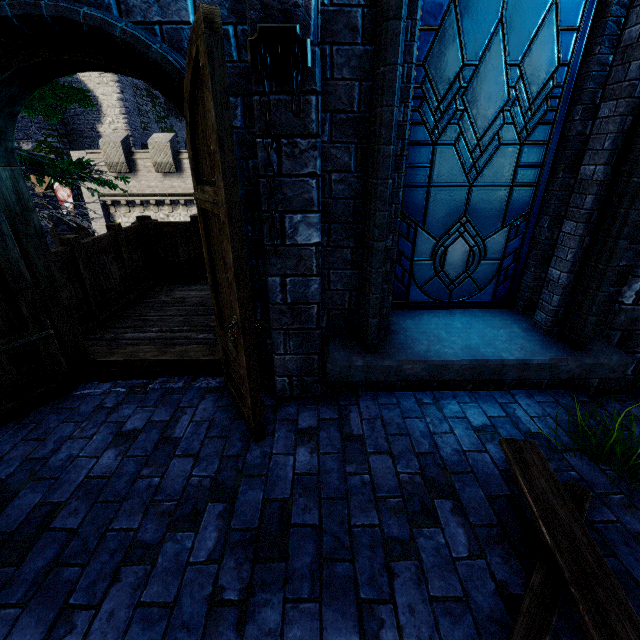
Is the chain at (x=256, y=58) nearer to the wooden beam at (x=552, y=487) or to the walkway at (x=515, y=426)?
the walkway at (x=515, y=426)

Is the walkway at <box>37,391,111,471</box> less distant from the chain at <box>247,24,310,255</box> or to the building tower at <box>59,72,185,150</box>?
the chain at <box>247,24,310,255</box>

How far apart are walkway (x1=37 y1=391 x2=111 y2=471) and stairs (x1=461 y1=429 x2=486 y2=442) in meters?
0.0 m

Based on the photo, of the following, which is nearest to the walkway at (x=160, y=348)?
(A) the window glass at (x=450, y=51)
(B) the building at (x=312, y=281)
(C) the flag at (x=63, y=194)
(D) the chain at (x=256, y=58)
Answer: (B) the building at (x=312, y=281)

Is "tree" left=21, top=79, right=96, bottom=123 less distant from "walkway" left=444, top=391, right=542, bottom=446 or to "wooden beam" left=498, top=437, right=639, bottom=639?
"walkway" left=444, top=391, right=542, bottom=446

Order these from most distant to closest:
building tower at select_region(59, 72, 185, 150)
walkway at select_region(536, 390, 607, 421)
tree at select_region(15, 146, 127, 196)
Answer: building tower at select_region(59, 72, 185, 150) → tree at select_region(15, 146, 127, 196) → walkway at select_region(536, 390, 607, 421)

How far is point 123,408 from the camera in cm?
296

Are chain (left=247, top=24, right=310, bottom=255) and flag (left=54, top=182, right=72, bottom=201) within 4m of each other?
no
